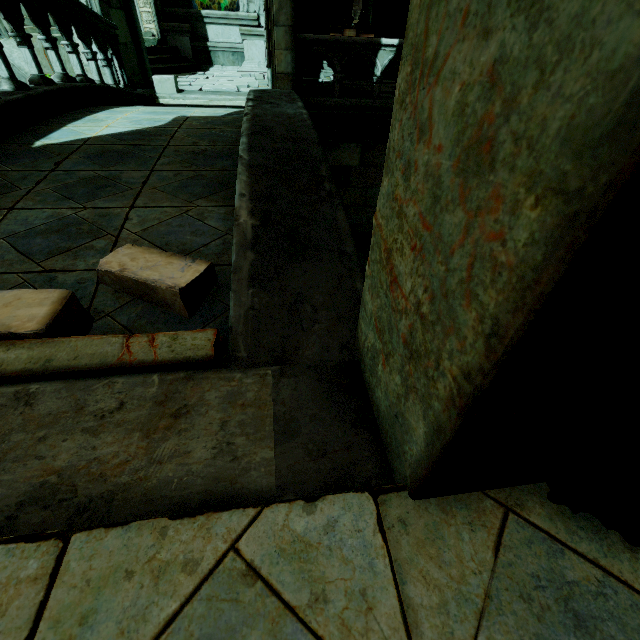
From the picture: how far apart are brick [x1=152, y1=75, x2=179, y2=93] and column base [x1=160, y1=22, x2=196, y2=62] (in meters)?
4.78

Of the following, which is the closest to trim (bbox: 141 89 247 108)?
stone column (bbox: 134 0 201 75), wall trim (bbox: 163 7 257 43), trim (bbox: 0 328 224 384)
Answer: stone column (bbox: 134 0 201 75)

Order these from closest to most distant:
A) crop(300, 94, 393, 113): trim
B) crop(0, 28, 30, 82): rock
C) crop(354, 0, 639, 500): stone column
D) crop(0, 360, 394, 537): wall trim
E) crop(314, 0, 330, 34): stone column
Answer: crop(354, 0, 639, 500): stone column < crop(0, 360, 394, 537): wall trim < crop(300, 94, 393, 113): trim < crop(0, 28, 30, 82): rock < crop(314, 0, 330, 34): stone column

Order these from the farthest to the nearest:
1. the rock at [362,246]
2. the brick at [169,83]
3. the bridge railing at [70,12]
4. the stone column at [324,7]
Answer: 1. the stone column at [324,7]
2. the rock at [362,246]
3. the brick at [169,83]
4. the bridge railing at [70,12]

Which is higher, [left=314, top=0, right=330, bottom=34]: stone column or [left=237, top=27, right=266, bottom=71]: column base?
[left=314, top=0, right=330, bottom=34]: stone column

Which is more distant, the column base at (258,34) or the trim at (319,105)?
the column base at (258,34)

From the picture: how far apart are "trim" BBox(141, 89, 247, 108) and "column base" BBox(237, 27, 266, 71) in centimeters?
439cm

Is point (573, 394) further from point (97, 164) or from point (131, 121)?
point (131, 121)
